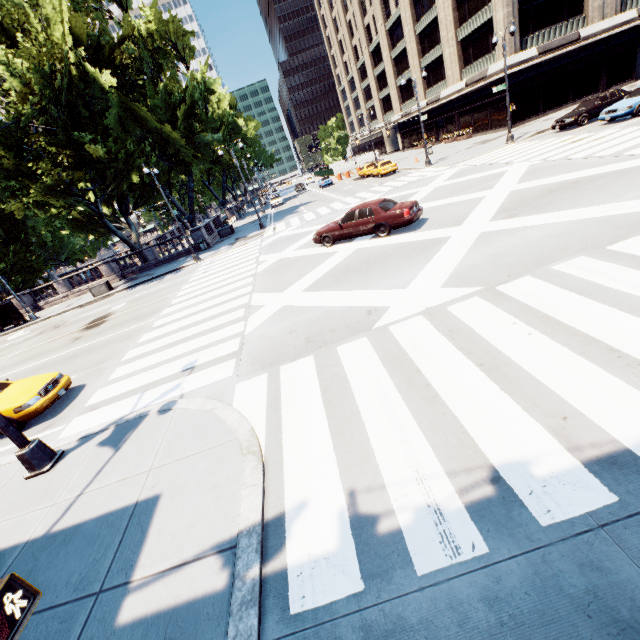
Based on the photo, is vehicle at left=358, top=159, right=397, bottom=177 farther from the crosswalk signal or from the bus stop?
the crosswalk signal

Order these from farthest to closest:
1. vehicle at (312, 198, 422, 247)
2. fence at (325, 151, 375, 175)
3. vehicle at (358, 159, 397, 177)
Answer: fence at (325, 151, 375, 175)
vehicle at (358, 159, 397, 177)
vehicle at (312, 198, 422, 247)

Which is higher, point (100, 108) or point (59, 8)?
point (59, 8)

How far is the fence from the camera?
52.2 meters

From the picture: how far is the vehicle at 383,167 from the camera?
34.0m

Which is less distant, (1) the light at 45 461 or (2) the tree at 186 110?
(1) the light at 45 461

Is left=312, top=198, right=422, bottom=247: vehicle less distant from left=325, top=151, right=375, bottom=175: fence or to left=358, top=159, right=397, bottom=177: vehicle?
left=358, top=159, right=397, bottom=177: vehicle

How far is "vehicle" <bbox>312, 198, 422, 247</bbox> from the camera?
13.3 meters
